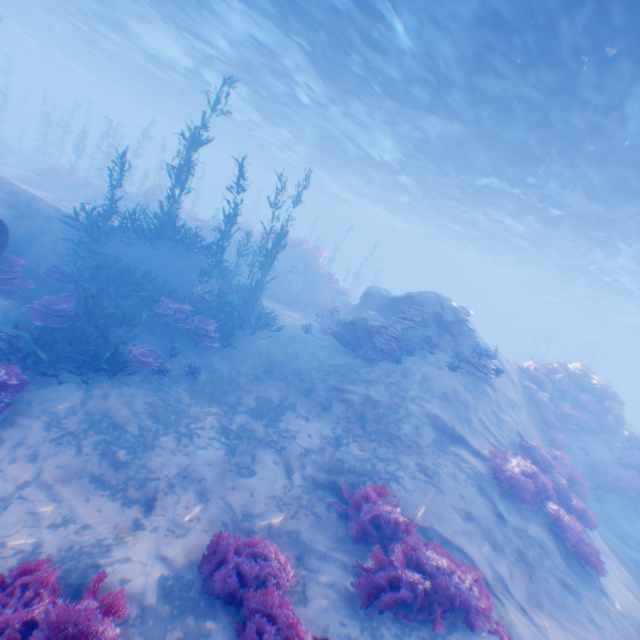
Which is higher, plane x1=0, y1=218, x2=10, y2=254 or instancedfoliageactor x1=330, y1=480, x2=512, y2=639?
plane x1=0, y1=218, x2=10, y2=254

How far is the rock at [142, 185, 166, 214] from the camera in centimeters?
2181cm

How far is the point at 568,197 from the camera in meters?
18.1

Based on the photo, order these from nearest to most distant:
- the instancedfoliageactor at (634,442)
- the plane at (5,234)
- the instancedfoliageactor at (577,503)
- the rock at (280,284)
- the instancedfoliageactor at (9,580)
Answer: the instancedfoliageactor at (9,580), the plane at (5,234), the instancedfoliageactor at (577,503), the instancedfoliageactor at (634,442), the rock at (280,284)

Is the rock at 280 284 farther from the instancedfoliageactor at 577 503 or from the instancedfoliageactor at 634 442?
the instancedfoliageactor at 634 442

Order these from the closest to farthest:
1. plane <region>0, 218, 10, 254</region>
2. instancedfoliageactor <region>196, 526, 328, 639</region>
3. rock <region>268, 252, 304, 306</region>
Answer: instancedfoliageactor <region>196, 526, 328, 639</region>, plane <region>0, 218, 10, 254</region>, rock <region>268, 252, 304, 306</region>

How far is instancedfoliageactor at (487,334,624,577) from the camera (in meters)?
8.41

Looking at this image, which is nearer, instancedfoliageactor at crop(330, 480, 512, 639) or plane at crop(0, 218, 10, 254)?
instancedfoliageactor at crop(330, 480, 512, 639)
